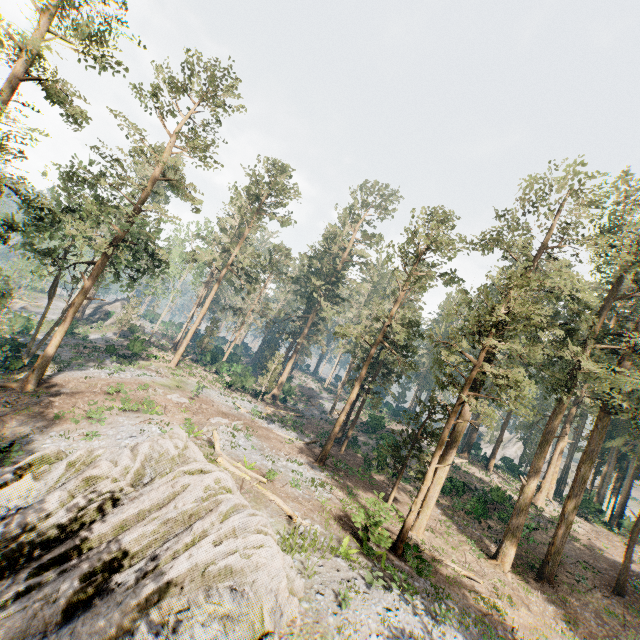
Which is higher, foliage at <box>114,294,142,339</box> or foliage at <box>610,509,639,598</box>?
foliage at <box>114,294,142,339</box>

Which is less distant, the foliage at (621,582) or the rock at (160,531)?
the rock at (160,531)

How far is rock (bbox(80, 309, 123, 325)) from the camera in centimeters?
5385cm

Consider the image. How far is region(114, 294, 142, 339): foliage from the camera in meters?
47.4

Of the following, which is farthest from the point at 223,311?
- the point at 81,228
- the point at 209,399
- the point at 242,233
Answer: the point at 81,228

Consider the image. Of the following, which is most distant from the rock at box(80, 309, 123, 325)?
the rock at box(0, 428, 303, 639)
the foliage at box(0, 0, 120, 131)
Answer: the rock at box(0, 428, 303, 639)

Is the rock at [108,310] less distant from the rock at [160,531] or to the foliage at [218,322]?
the foliage at [218,322]
